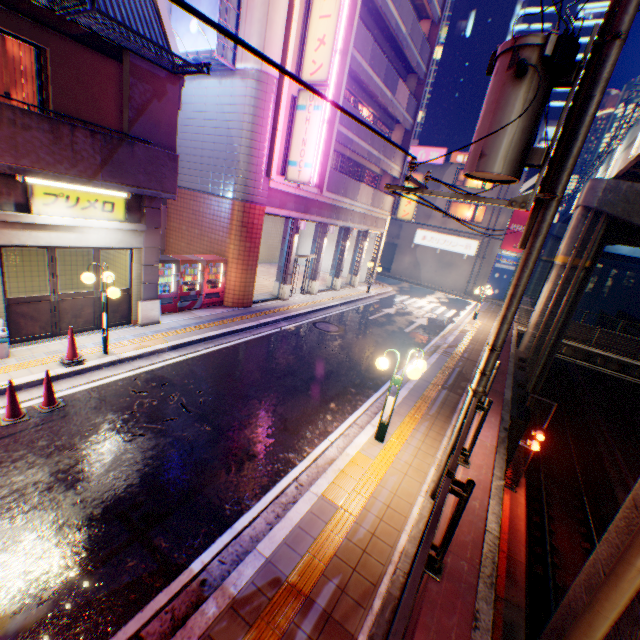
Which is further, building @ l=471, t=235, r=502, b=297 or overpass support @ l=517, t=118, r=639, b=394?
building @ l=471, t=235, r=502, b=297

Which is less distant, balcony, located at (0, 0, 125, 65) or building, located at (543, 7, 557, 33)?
balcony, located at (0, 0, 125, 65)

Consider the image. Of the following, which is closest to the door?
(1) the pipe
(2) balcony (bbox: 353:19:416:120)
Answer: (1) the pipe

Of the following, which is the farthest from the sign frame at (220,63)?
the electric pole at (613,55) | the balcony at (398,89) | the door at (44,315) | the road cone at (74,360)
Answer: the road cone at (74,360)

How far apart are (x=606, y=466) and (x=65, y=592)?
26.0m

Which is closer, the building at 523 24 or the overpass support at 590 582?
the overpass support at 590 582

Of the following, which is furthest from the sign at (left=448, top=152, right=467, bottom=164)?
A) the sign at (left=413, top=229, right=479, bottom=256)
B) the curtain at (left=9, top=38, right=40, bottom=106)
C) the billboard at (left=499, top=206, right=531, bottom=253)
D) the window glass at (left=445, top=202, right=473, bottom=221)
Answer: the curtain at (left=9, top=38, right=40, bottom=106)

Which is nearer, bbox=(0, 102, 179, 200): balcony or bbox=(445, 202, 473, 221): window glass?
bbox=(0, 102, 179, 200): balcony
